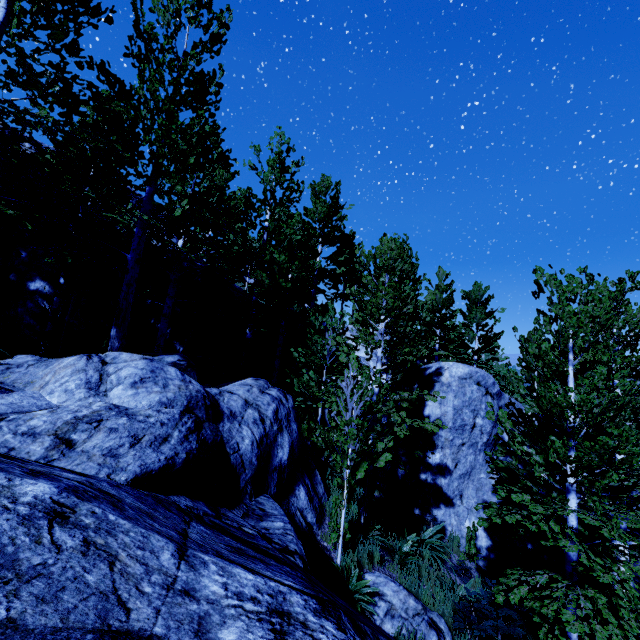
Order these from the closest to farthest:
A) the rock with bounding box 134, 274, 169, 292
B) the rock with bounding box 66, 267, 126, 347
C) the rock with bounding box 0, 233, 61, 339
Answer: the rock with bounding box 0, 233, 61, 339 → the rock with bounding box 66, 267, 126, 347 → the rock with bounding box 134, 274, 169, 292

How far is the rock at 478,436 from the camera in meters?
10.8 m

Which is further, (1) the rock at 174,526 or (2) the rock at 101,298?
(2) the rock at 101,298

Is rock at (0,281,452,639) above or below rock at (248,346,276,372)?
below

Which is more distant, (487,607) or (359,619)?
(487,607)

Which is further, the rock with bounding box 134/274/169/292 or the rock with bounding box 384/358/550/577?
the rock with bounding box 134/274/169/292

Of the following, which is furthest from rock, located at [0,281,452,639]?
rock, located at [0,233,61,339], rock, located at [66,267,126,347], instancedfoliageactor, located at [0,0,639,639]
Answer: rock, located at [0,233,61,339]
